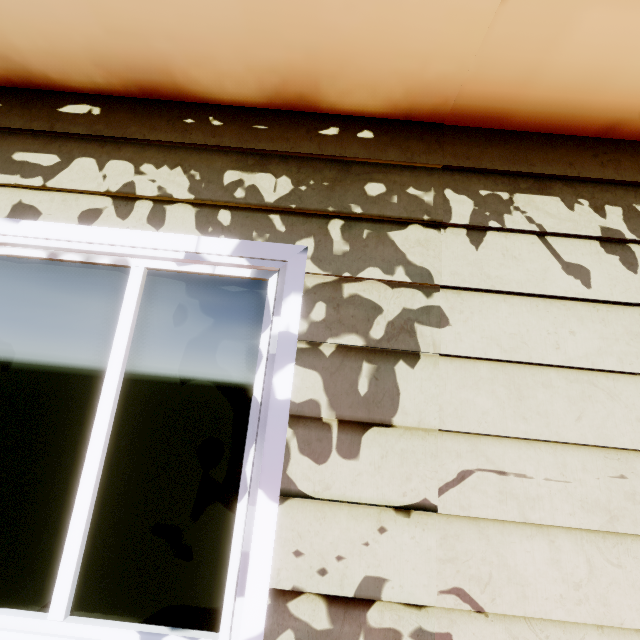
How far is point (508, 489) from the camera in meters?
1.0 m
